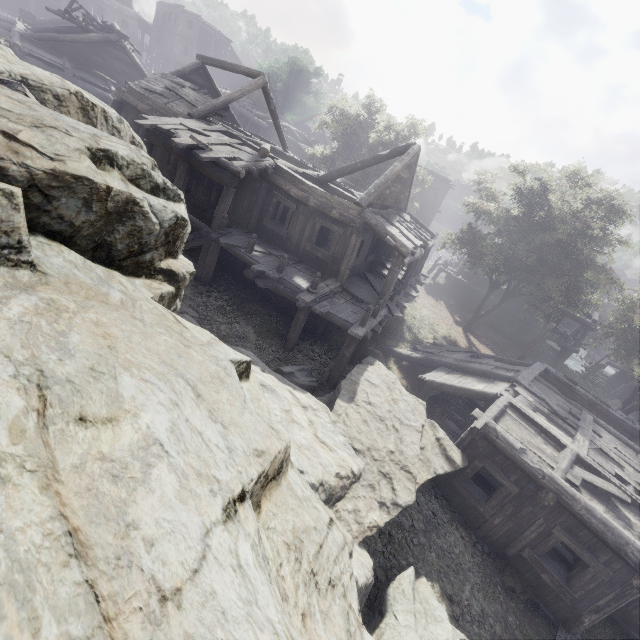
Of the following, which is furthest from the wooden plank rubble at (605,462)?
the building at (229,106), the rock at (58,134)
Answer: the rock at (58,134)

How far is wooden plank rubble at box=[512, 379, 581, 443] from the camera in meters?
11.1 m

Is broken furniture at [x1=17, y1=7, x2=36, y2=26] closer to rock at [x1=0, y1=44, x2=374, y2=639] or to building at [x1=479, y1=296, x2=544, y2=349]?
building at [x1=479, y1=296, x2=544, y2=349]

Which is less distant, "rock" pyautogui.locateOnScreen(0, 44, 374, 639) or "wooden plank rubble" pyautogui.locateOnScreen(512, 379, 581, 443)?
"rock" pyautogui.locateOnScreen(0, 44, 374, 639)

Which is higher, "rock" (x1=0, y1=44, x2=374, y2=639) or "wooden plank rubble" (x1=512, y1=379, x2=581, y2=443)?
"rock" (x1=0, y1=44, x2=374, y2=639)

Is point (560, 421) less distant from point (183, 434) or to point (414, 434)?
point (414, 434)

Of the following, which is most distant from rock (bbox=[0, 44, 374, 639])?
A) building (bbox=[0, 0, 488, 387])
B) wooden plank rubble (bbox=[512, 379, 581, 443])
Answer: wooden plank rubble (bbox=[512, 379, 581, 443])

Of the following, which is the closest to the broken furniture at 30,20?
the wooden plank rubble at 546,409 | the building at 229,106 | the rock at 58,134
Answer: the building at 229,106
